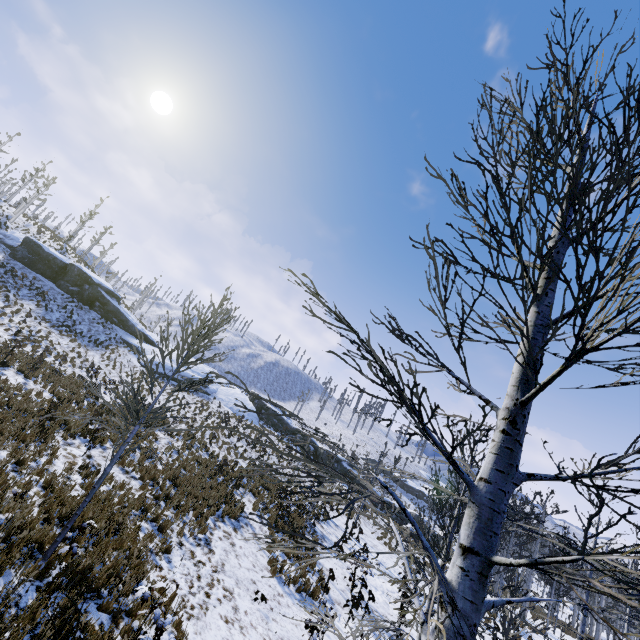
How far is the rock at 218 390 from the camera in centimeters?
3478cm

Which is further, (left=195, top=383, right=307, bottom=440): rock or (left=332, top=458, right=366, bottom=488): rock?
(left=332, top=458, right=366, bottom=488): rock

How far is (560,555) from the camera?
19.1m

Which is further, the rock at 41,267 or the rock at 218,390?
the rock at 218,390

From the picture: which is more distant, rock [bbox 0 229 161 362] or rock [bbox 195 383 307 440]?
rock [bbox 195 383 307 440]

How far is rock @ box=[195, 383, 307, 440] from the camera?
34.78m

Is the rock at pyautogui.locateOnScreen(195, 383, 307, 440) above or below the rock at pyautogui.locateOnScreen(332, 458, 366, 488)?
above
